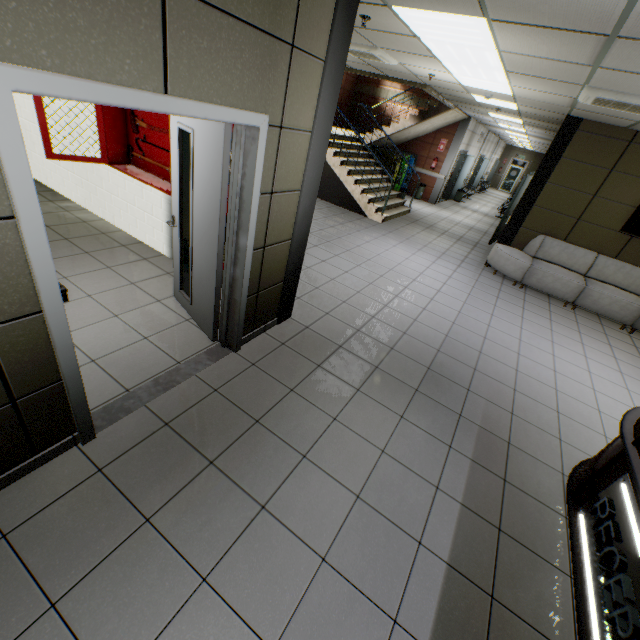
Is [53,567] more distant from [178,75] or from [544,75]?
[544,75]

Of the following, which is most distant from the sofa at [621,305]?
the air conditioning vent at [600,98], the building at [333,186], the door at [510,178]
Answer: the door at [510,178]

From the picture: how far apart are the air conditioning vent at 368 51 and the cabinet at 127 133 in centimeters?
341cm

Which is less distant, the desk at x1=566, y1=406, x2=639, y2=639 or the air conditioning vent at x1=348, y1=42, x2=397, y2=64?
the desk at x1=566, y1=406, x2=639, y2=639

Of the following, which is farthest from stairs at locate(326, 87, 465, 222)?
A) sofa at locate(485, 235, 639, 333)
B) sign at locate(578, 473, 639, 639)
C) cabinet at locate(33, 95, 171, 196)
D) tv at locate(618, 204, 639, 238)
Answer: sign at locate(578, 473, 639, 639)

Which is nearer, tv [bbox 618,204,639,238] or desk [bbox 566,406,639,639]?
desk [bbox 566,406,639,639]

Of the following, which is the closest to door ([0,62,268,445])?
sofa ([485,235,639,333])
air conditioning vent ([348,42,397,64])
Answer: air conditioning vent ([348,42,397,64])

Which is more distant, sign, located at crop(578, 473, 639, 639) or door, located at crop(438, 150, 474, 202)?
door, located at crop(438, 150, 474, 202)
